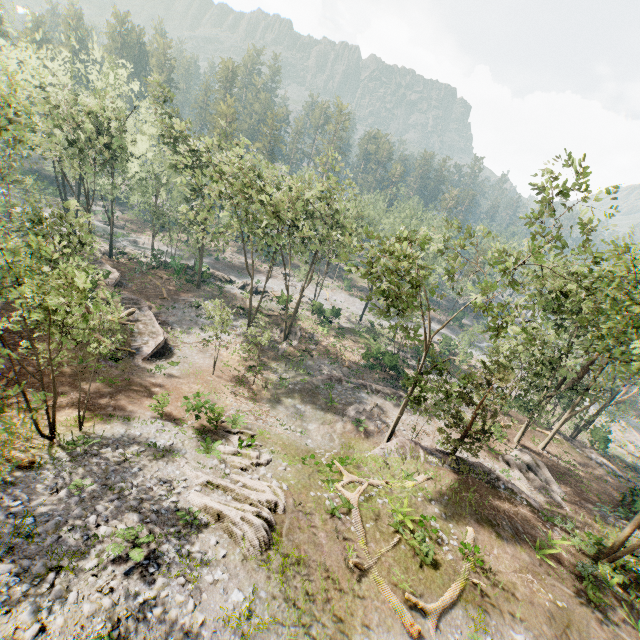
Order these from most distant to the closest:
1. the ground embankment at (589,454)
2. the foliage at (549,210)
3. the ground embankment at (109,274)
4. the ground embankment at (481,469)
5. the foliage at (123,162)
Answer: the ground embankment at (109,274) → the ground embankment at (589,454) → the ground embankment at (481,469) → the foliage at (549,210) → the foliage at (123,162)

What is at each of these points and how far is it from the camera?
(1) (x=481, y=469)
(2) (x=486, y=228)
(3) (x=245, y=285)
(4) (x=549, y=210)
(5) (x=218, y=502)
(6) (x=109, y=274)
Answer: (1) ground embankment, 23.2 meters
(2) foliage, 19.8 meters
(3) rock, 49.2 meters
(4) foliage, 17.5 meters
(5) foliage, 14.1 meters
(6) ground embankment, 33.3 meters

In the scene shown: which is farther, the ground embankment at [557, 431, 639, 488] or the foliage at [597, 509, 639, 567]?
the ground embankment at [557, 431, 639, 488]

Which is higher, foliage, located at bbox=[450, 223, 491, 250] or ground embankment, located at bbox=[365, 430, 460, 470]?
foliage, located at bbox=[450, 223, 491, 250]

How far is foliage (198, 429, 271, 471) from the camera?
17.2m

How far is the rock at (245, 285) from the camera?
48.36m

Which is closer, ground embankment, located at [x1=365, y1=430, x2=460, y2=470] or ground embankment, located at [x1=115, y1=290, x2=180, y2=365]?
ground embankment, located at [x1=365, y1=430, x2=460, y2=470]

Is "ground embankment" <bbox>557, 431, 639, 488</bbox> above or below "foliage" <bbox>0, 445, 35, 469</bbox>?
below
